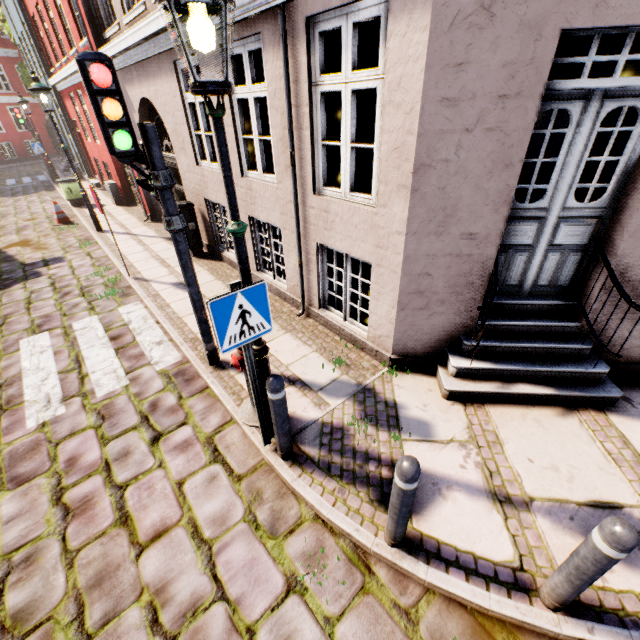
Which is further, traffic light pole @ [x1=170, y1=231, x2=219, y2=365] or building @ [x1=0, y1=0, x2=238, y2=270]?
building @ [x1=0, y1=0, x2=238, y2=270]

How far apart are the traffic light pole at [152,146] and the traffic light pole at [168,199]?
0.18m

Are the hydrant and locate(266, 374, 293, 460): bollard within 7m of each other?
yes

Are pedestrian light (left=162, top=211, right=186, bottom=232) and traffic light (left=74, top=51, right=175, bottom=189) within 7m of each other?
yes

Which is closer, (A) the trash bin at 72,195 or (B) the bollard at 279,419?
(B) the bollard at 279,419

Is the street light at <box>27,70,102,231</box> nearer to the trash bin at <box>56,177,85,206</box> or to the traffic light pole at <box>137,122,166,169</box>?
the trash bin at <box>56,177,85,206</box>

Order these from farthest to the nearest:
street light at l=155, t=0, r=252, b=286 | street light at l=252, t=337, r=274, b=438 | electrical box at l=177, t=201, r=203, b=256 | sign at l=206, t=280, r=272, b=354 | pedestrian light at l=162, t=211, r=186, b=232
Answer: electrical box at l=177, t=201, r=203, b=256 → pedestrian light at l=162, t=211, r=186, b=232 → street light at l=252, t=337, r=274, b=438 → sign at l=206, t=280, r=272, b=354 → street light at l=155, t=0, r=252, b=286

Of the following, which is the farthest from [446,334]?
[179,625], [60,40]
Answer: [60,40]
